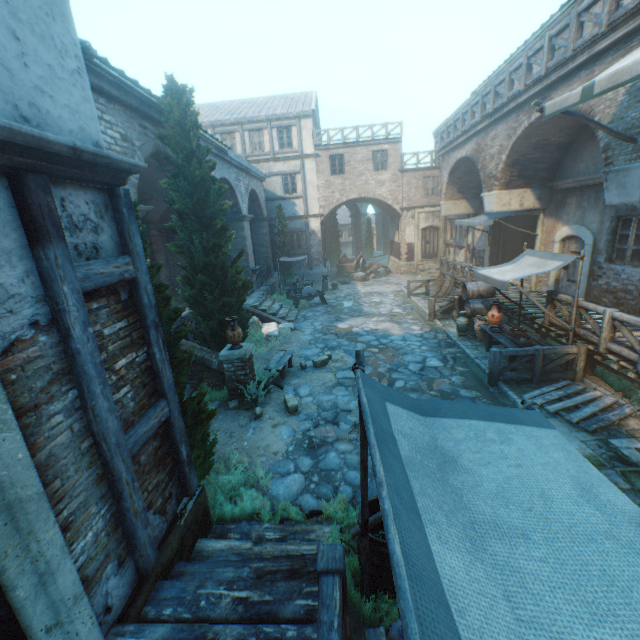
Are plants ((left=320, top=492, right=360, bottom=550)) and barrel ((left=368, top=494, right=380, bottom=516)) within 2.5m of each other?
yes

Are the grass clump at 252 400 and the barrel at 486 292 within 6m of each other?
no

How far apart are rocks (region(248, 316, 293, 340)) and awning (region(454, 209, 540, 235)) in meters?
8.8

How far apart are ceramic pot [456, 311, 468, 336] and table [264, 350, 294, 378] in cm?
580

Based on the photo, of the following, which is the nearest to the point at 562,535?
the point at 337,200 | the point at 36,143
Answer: the point at 36,143

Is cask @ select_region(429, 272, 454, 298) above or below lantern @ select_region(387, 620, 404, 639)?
below

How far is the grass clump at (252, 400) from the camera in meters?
7.8

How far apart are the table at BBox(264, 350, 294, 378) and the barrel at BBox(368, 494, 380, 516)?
5.1 meters
